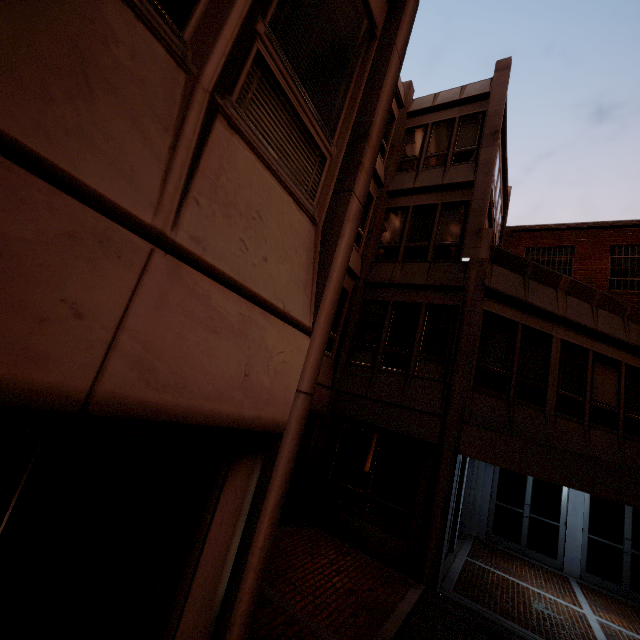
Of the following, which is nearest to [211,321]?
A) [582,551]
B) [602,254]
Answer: [582,551]
